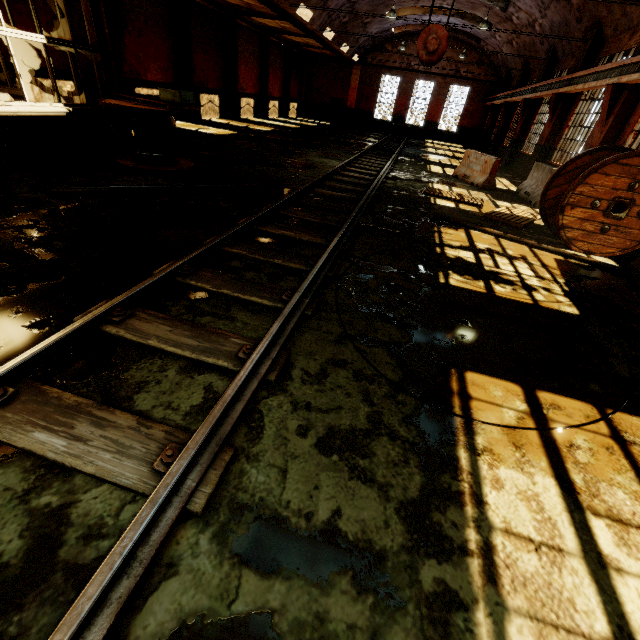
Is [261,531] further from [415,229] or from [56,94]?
[56,94]

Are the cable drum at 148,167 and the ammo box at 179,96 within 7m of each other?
yes

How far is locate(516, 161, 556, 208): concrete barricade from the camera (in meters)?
10.01

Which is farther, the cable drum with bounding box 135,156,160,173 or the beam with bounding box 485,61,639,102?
the beam with bounding box 485,61,639,102

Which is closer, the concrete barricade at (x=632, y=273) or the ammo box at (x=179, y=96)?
the concrete barricade at (x=632, y=273)

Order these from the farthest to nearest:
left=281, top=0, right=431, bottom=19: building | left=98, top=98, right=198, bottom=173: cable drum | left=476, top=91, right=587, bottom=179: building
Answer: left=281, top=0, right=431, bottom=19: building, left=476, top=91, right=587, bottom=179: building, left=98, top=98, right=198, bottom=173: cable drum

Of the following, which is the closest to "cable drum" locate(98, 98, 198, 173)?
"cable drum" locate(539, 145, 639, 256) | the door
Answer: "cable drum" locate(539, 145, 639, 256)

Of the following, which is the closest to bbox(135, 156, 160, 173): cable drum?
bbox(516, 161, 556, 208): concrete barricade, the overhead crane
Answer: the overhead crane
